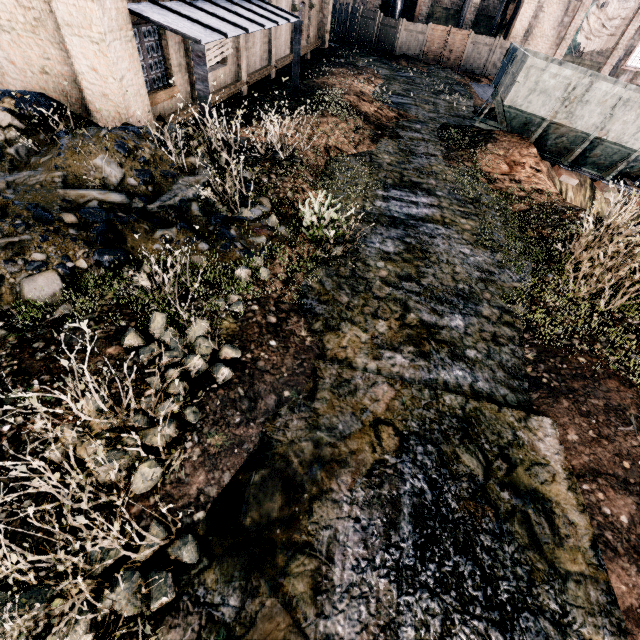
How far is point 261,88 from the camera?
17.19m

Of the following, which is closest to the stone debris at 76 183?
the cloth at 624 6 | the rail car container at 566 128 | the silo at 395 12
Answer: the rail car container at 566 128

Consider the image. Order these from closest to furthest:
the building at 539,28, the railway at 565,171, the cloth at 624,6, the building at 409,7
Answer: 1. the railway at 565,171
2. the cloth at 624,6
3. the building at 539,28
4. the building at 409,7

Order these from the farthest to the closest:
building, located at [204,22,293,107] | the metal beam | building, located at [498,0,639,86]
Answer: building, located at [498,0,639,86], building, located at [204,22,293,107], the metal beam

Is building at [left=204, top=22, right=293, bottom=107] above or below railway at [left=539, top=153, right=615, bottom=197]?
above

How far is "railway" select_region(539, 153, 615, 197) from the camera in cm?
1423

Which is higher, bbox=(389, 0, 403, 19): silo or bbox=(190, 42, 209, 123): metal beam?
bbox=(389, 0, 403, 19): silo

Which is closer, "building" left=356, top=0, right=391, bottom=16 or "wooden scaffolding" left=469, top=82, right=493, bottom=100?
"wooden scaffolding" left=469, top=82, right=493, bottom=100
